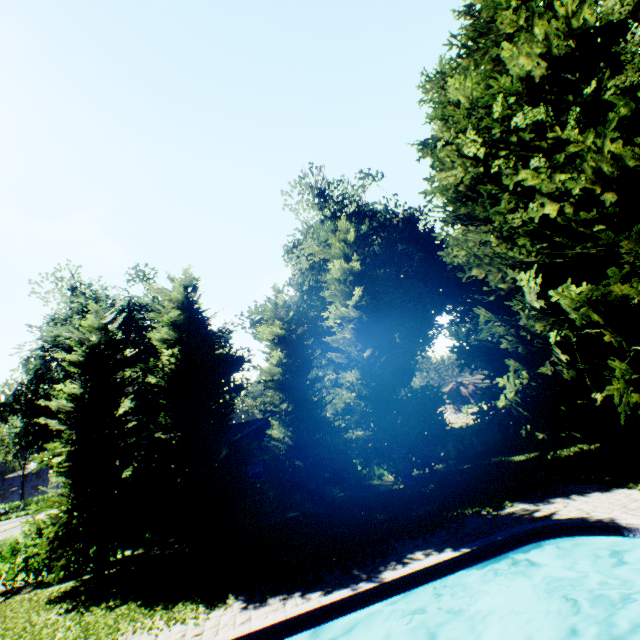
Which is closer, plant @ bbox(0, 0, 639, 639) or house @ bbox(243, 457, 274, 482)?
plant @ bbox(0, 0, 639, 639)

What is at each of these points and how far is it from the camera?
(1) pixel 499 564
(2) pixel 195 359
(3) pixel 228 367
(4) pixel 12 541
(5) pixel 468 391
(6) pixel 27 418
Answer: (1) swimming pool, 8.8 meters
(2) tree, 16.5 meters
(3) plant, 39.2 meters
(4) hedge, 14.9 meters
(5) house, 58.6 meters
(6) plant, 25.7 meters

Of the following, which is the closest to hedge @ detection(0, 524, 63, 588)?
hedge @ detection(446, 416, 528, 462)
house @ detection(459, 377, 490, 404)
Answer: hedge @ detection(446, 416, 528, 462)

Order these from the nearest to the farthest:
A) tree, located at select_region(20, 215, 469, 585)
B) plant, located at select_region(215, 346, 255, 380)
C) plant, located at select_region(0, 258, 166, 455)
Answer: tree, located at select_region(20, 215, 469, 585) → plant, located at select_region(0, 258, 166, 455) → plant, located at select_region(215, 346, 255, 380)

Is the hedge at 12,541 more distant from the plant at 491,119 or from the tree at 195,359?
the plant at 491,119

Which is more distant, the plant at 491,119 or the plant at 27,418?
the plant at 27,418

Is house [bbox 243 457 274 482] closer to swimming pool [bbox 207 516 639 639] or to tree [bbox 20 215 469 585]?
tree [bbox 20 215 469 585]

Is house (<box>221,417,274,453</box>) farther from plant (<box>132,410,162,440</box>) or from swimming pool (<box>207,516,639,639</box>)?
swimming pool (<box>207,516,639,639</box>)
